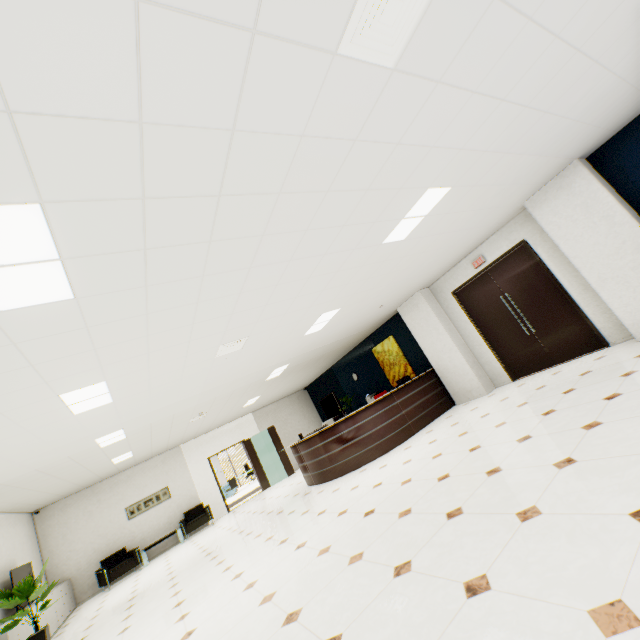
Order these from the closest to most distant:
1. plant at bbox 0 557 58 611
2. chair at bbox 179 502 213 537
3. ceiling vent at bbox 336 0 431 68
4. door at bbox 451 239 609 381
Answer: ceiling vent at bbox 336 0 431 68 → plant at bbox 0 557 58 611 → door at bbox 451 239 609 381 → chair at bbox 179 502 213 537

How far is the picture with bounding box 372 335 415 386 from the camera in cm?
994

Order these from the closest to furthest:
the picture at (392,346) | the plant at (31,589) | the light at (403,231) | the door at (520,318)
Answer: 1. the light at (403,231)
2. the plant at (31,589)
3. the door at (520,318)
4. the picture at (392,346)

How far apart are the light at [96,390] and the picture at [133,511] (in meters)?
8.53

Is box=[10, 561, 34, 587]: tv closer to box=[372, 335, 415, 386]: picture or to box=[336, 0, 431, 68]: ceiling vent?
box=[372, 335, 415, 386]: picture

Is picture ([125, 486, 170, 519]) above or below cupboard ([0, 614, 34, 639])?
above

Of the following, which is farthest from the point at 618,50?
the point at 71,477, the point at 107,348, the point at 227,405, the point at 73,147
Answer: the point at 71,477

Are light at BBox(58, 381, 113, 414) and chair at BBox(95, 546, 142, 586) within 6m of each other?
no
